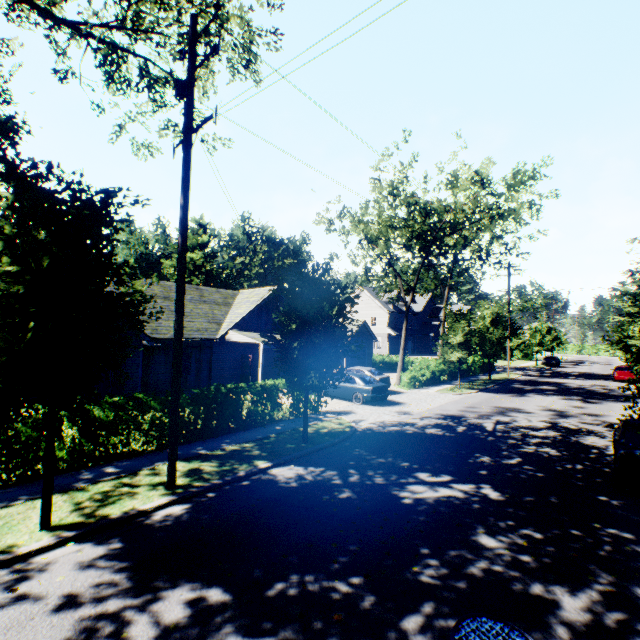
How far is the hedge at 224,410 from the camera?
11.0m

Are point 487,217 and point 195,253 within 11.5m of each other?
no

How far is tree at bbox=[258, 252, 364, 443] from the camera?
10.2 meters

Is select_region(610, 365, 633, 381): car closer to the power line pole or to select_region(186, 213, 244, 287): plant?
select_region(186, 213, 244, 287): plant

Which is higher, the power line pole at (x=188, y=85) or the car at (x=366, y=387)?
the power line pole at (x=188, y=85)

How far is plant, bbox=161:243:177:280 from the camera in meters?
55.8 m

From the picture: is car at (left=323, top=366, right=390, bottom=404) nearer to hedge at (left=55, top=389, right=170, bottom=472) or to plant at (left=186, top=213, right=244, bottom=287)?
hedge at (left=55, top=389, right=170, bottom=472)

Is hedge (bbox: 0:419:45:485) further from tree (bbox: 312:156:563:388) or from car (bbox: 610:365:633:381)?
car (bbox: 610:365:633:381)
